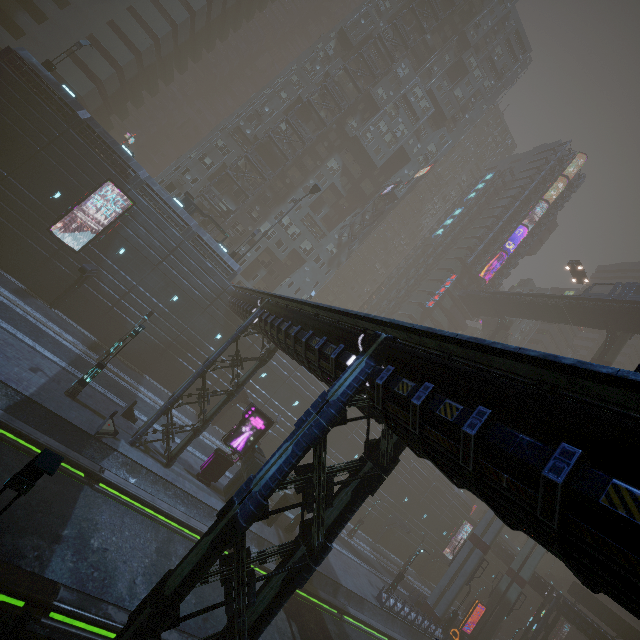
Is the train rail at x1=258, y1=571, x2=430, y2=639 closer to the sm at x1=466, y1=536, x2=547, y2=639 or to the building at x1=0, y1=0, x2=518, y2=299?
the building at x1=0, y1=0, x2=518, y2=299

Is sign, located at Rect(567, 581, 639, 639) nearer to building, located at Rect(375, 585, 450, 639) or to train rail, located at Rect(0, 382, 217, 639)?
building, located at Rect(375, 585, 450, 639)

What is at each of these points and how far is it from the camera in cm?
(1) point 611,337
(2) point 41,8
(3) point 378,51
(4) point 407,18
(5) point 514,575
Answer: (1) building structure, 4103
(2) building, 3503
(3) building, 5169
(4) building, 5550
(5) sm, 4034

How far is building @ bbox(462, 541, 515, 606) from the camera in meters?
48.5

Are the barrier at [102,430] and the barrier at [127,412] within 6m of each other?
yes

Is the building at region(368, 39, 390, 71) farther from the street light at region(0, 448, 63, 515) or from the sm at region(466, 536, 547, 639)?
the street light at region(0, 448, 63, 515)

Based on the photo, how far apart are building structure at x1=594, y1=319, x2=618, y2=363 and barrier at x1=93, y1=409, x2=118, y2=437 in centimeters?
5162cm

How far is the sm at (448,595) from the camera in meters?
34.3 m
